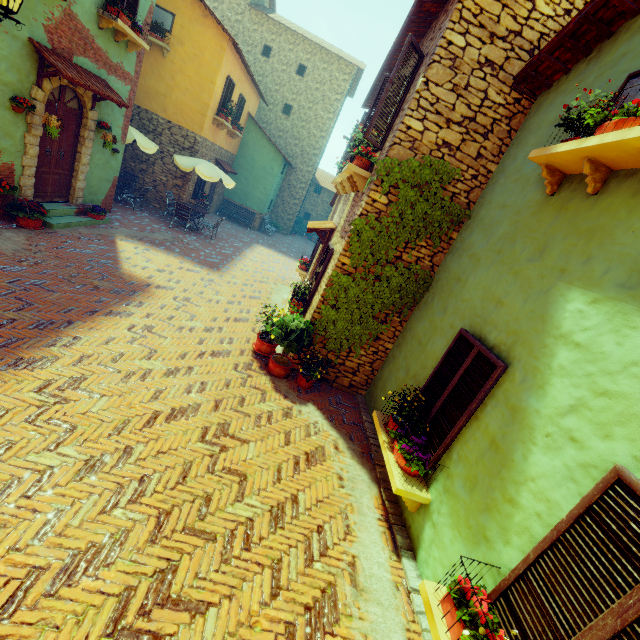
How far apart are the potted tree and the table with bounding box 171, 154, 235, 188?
8.7 meters

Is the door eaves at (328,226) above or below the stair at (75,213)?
above

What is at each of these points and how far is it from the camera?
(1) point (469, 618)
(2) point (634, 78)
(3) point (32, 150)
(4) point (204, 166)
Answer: (1) flower pot, 2.5m
(2) window, 3.5m
(3) stone doorway, 7.2m
(4) table, 12.6m

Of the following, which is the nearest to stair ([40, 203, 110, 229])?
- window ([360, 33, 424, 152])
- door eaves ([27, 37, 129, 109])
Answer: door eaves ([27, 37, 129, 109])

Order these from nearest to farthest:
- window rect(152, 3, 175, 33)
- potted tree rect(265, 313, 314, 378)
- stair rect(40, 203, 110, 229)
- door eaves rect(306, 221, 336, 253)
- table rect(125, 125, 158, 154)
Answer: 1. potted tree rect(265, 313, 314, 378)
2. stair rect(40, 203, 110, 229)
3. door eaves rect(306, 221, 336, 253)
4. table rect(125, 125, 158, 154)
5. window rect(152, 3, 175, 33)

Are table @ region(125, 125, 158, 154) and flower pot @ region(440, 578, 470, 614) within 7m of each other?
no

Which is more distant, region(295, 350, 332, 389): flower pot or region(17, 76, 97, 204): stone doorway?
region(17, 76, 97, 204): stone doorway

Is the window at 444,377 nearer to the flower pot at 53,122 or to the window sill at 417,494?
the window sill at 417,494
